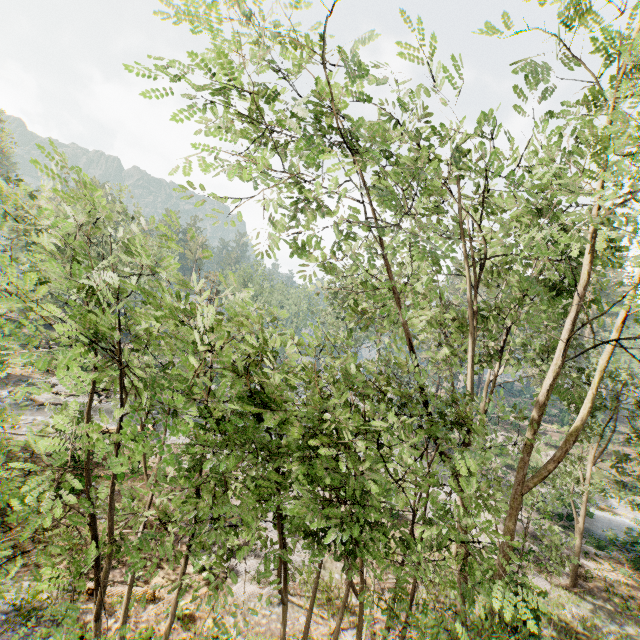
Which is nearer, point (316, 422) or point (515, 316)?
point (316, 422)
